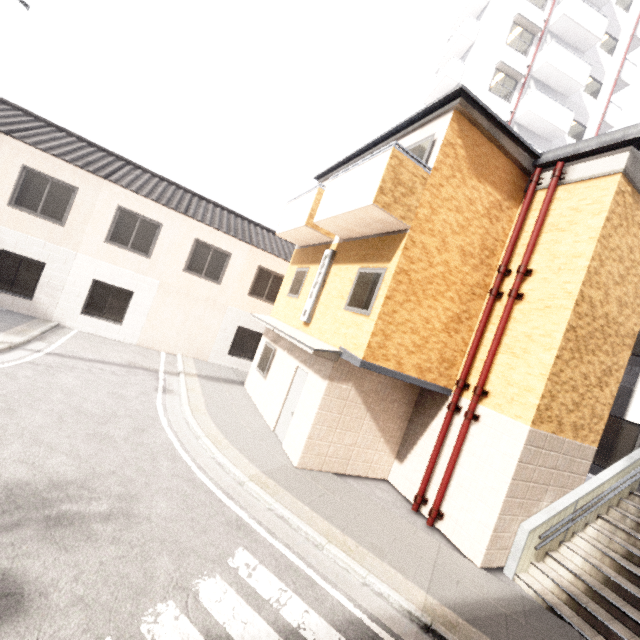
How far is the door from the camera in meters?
8.9

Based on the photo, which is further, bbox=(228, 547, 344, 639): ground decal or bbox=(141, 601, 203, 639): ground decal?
bbox=(228, 547, 344, 639): ground decal

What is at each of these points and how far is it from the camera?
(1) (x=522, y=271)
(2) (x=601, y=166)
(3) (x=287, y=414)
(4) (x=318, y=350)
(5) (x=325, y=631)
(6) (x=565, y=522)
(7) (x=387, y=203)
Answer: (1) pipe, 7.42m
(2) awning, 6.86m
(3) door, 9.16m
(4) awning, 7.34m
(5) ground decal, 4.01m
(6) stairs, 6.94m
(7) balcony, 6.61m

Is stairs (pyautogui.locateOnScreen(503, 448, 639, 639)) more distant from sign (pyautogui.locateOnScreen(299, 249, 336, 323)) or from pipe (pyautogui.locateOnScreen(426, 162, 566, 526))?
sign (pyautogui.locateOnScreen(299, 249, 336, 323))

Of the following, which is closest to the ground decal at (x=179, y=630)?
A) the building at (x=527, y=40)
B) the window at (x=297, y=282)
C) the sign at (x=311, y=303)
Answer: the sign at (x=311, y=303)

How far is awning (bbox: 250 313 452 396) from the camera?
7.1m

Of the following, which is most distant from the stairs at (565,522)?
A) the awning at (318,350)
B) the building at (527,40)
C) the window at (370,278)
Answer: the building at (527,40)

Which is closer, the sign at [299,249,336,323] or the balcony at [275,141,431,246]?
the balcony at [275,141,431,246]
